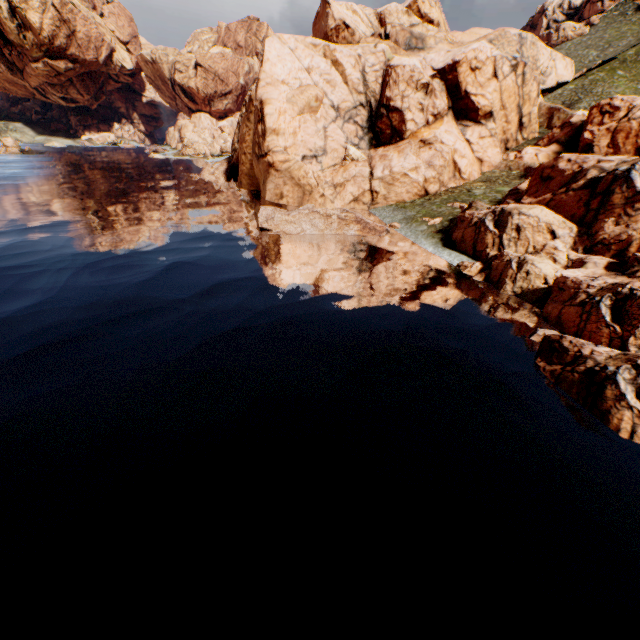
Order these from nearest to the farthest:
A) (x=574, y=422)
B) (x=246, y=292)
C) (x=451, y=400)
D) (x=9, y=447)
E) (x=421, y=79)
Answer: (x=9, y=447), (x=574, y=422), (x=451, y=400), (x=246, y=292), (x=421, y=79)
